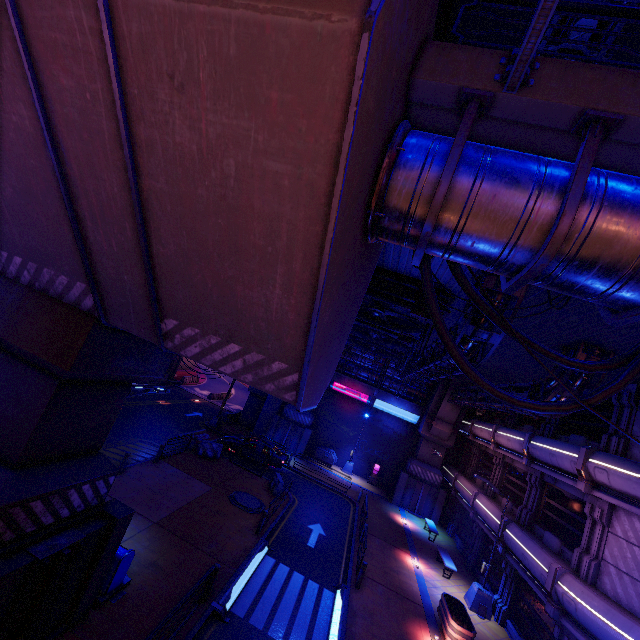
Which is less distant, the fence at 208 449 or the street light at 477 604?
the street light at 477 604

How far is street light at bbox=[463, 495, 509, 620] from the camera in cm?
1592

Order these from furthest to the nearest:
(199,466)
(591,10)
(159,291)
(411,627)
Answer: (199,466), (411,627), (159,291), (591,10)

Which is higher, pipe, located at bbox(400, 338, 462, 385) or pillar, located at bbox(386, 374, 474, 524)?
pipe, located at bbox(400, 338, 462, 385)

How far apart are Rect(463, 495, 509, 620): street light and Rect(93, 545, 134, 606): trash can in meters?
16.0

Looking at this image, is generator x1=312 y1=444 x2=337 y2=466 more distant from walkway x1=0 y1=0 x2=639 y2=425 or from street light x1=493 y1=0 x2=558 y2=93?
street light x1=493 y1=0 x2=558 y2=93

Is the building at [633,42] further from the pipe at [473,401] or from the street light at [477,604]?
the street light at [477,604]

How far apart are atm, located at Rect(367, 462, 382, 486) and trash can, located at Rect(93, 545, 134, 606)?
24.8m
